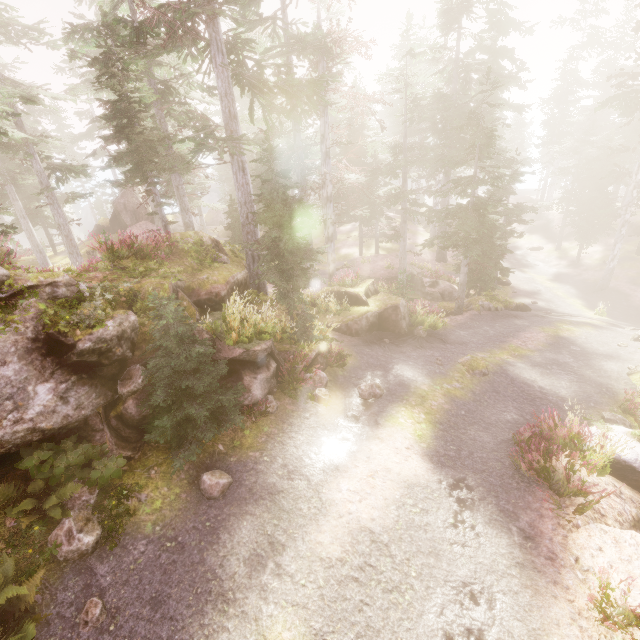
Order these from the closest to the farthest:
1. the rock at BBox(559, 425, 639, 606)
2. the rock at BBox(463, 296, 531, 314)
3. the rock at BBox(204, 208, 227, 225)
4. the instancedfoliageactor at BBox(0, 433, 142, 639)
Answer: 1. the instancedfoliageactor at BBox(0, 433, 142, 639)
2. the rock at BBox(559, 425, 639, 606)
3. the rock at BBox(463, 296, 531, 314)
4. the rock at BBox(204, 208, 227, 225)

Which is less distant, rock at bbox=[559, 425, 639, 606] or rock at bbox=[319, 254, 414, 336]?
rock at bbox=[559, 425, 639, 606]

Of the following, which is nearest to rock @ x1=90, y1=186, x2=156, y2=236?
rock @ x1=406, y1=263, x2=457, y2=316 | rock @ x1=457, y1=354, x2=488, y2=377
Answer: rock @ x1=406, y1=263, x2=457, y2=316

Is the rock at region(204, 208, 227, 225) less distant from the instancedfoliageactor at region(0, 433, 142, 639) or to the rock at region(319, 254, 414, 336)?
the instancedfoliageactor at region(0, 433, 142, 639)

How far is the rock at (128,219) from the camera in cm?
3842

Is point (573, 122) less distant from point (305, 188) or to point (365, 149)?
point (365, 149)

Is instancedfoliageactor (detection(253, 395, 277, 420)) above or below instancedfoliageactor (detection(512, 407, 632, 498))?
above

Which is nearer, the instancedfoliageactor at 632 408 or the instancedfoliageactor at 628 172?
the instancedfoliageactor at 628 172
